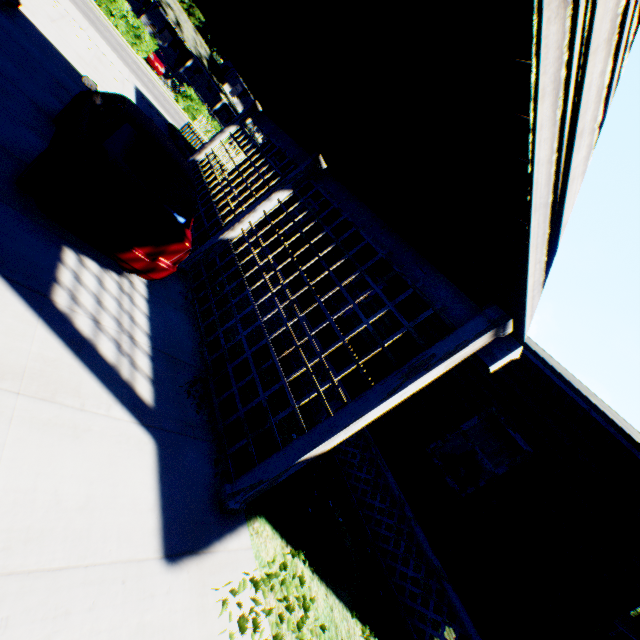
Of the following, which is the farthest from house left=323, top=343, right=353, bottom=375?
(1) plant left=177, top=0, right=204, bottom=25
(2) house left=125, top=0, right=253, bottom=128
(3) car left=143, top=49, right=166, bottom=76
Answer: (1) plant left=177, top=0, right=204, bottom=25

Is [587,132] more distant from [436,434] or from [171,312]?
[436,434]

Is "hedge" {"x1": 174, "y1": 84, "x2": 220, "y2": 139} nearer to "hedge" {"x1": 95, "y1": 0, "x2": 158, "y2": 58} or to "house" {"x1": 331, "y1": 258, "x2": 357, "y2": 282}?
"hedge" {"x1": 95, "y1": 0, "x2": 158, "y2": 58}

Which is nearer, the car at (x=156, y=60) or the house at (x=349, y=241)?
the house at (x=349, y=241)

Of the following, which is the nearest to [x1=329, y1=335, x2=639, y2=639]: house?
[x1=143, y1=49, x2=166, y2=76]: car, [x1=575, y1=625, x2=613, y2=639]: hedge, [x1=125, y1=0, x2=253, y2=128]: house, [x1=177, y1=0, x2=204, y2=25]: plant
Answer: [x1=575, y1=625, x2=613, y2=639]: hedge

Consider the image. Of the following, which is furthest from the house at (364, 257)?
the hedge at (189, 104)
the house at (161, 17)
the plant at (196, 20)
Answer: the plant at (196, 20)

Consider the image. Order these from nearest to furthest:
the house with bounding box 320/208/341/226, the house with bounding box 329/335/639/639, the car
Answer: the house with bounding box 329/335/639/639, the house with bounding box 320/208/341/226, the car

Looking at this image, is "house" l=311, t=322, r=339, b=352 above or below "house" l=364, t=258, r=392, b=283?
below
